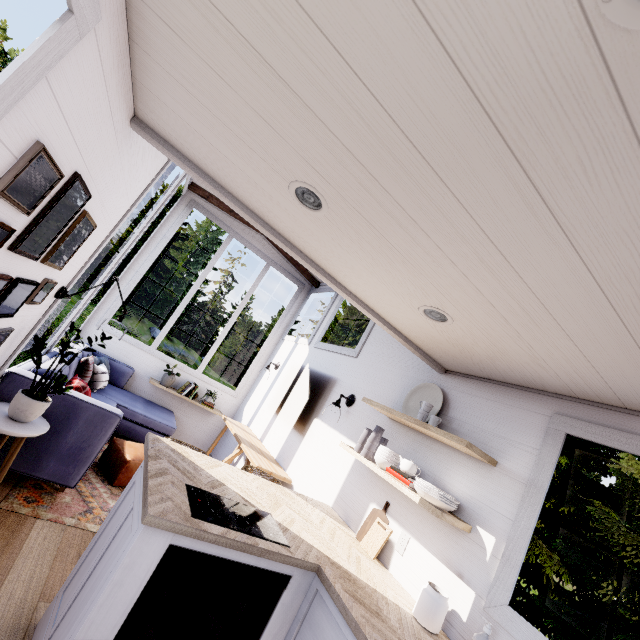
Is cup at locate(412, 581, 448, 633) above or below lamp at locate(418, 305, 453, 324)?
below

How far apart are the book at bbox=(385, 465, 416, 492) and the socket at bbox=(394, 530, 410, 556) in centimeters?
35cm

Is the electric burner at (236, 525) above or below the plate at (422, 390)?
below

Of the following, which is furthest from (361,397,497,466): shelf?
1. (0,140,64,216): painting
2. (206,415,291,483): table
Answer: (0,140,64,216): painting

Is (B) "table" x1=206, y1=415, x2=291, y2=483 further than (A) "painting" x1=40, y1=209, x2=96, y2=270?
Yes

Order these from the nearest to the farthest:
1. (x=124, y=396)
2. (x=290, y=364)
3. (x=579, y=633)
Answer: (x=579, y=633), (x=124, y=396), (x=290, y=364)

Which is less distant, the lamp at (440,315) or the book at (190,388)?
the lamp at (440,315)

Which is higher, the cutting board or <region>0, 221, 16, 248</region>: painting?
<region>0, 221, 16, 248</region>: painting
